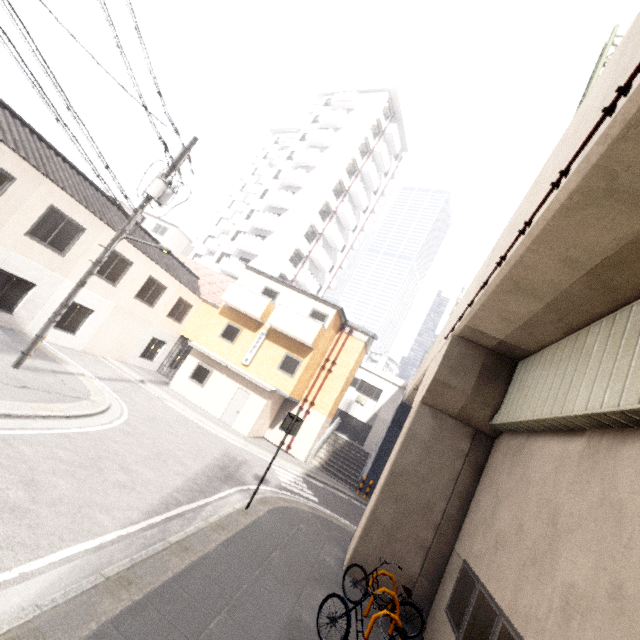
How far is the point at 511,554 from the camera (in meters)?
5.63

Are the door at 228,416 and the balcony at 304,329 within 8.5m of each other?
yes

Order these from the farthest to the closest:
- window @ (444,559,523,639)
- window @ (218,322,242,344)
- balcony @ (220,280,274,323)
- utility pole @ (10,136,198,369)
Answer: window @ (218,322,242,344), balcony @ (220,280,274,323), utility pole @ (10,136,198,369), window @ (444,559,523,639)

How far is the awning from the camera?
21.6m

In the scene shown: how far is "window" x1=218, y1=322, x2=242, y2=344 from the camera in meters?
19.9

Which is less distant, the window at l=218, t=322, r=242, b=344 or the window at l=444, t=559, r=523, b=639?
the window at l=444, t=559, r=523, b=639

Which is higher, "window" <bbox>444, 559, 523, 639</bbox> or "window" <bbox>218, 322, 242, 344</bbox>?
"window" <bbox>218, 322, 242, 344</bbox>

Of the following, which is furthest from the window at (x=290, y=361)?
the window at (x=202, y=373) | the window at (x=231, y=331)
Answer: the window at (x=202, y=373)
